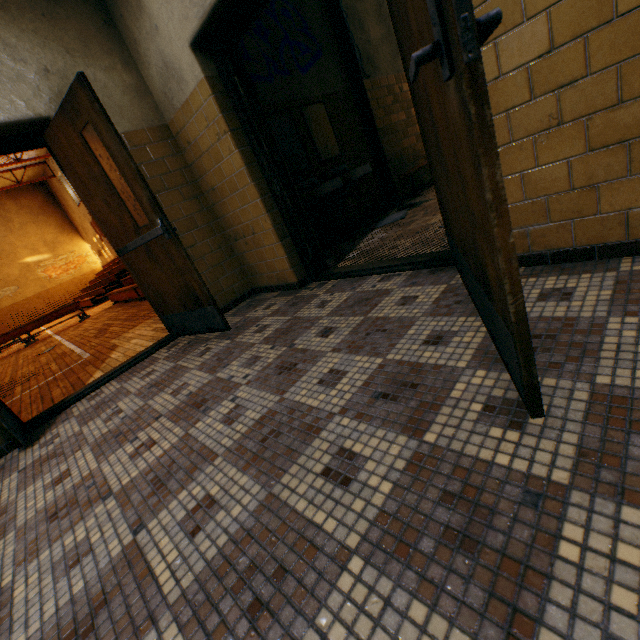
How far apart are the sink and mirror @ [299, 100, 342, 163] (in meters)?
0.33

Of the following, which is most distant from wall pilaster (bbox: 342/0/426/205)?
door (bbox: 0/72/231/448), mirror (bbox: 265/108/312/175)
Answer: door (bbox: 0/72/231/448)

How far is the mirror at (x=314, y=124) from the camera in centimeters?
458cm

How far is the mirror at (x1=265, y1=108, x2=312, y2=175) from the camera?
4.20m

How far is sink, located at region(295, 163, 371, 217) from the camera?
4.2 meters

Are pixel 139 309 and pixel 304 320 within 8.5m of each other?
yes

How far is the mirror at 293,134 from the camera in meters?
4.2

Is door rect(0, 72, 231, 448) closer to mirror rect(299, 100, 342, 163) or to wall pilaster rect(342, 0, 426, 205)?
mirror rect(299, 100, 342, 163)
